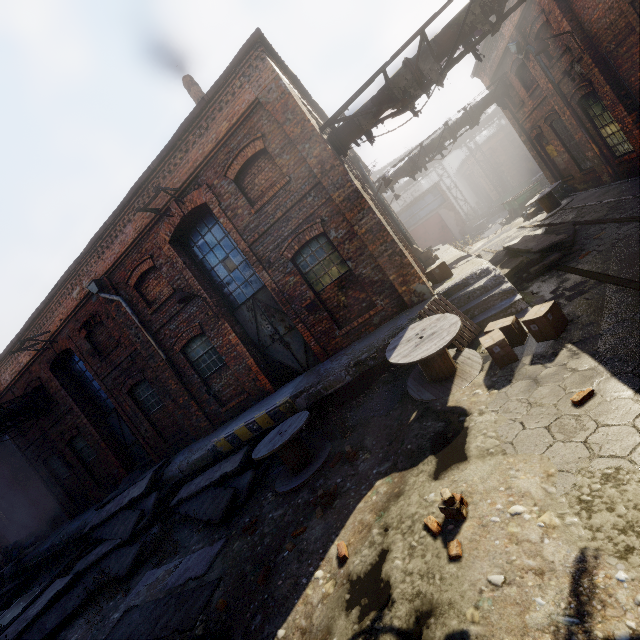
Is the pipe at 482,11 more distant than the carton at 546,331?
Yes

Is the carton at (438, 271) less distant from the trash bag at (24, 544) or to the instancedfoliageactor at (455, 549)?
the instancedfoliageactor at (455, 549)

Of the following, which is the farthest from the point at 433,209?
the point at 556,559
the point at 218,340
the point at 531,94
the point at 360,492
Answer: the point at 556,559

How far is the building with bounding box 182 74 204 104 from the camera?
11.48m

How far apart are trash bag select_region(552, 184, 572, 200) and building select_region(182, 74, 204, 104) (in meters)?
14.99

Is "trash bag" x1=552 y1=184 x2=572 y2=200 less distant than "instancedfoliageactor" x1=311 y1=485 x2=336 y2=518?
No

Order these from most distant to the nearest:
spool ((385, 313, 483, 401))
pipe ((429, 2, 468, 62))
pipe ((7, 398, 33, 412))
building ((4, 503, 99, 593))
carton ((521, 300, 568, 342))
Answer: building ((4, 503, 99, 593)), pipe ((7, 398, 33, 412)), pipe ((429, 2, 468, 62)), spool ((385, 313, 483, 401)), carton ((521, 300, 568, 342))

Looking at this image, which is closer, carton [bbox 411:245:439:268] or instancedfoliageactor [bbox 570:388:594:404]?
instancedfoliageactor [bbox 570:388:594:404]
